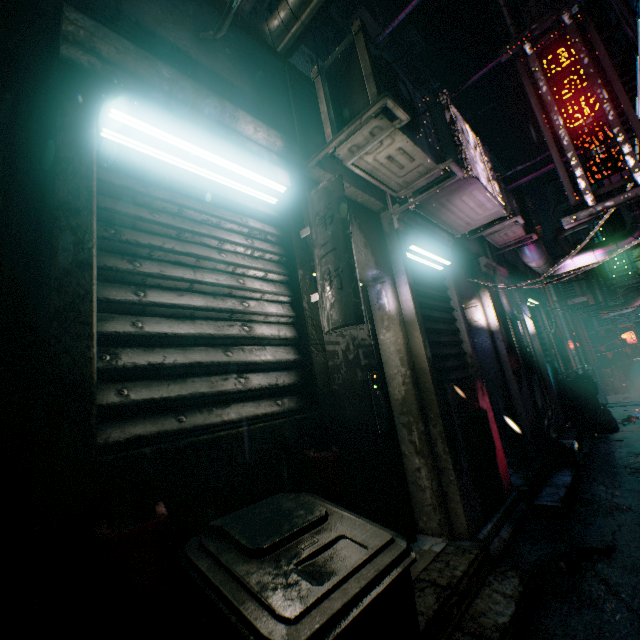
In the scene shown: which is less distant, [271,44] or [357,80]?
[357,80]

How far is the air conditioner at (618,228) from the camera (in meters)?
6.05

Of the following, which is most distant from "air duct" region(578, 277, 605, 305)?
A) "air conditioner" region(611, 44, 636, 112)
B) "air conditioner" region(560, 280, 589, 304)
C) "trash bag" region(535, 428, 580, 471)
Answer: "trash bag" region(535, 428, 580, 471)

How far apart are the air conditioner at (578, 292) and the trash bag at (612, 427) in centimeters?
520cm

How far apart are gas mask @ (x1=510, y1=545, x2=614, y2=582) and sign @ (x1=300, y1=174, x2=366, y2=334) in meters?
2.2 m

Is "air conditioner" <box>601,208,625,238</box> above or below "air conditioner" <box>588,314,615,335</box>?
above

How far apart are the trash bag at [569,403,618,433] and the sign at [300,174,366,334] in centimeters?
650cm

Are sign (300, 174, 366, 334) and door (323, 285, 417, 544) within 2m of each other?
yes
